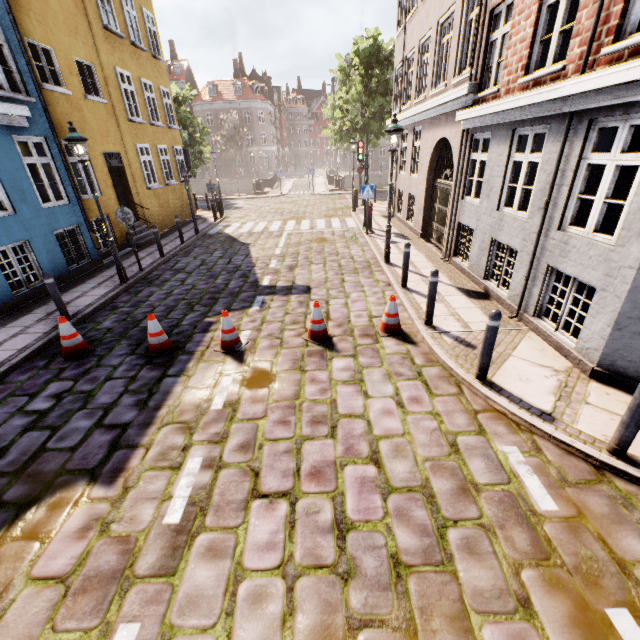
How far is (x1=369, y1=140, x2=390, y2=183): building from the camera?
46.07m

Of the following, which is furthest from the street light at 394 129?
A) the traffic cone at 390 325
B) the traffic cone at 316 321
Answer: the traffic cone at 316 321

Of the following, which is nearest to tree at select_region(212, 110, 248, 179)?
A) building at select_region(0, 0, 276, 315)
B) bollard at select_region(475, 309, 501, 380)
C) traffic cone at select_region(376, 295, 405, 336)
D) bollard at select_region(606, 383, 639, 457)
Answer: building at select_region(0, 0, 276, 315)

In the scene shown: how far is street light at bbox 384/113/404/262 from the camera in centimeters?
817cm

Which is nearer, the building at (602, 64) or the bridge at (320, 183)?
the building at (602, 64)

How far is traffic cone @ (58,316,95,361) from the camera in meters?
5.9 m

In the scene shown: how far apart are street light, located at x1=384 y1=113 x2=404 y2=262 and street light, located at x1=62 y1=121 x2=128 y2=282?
7.5 meters

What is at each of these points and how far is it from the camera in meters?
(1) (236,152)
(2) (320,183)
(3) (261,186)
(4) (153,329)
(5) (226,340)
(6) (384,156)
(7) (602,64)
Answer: (1) tree, 44.9
(2) bridge, 35.2
(3) bridge, 29.8
(4) traffic cone, 5.8
(5) traffic cone, 5.9
(6) building, 54.5
(7) building, 4.3
